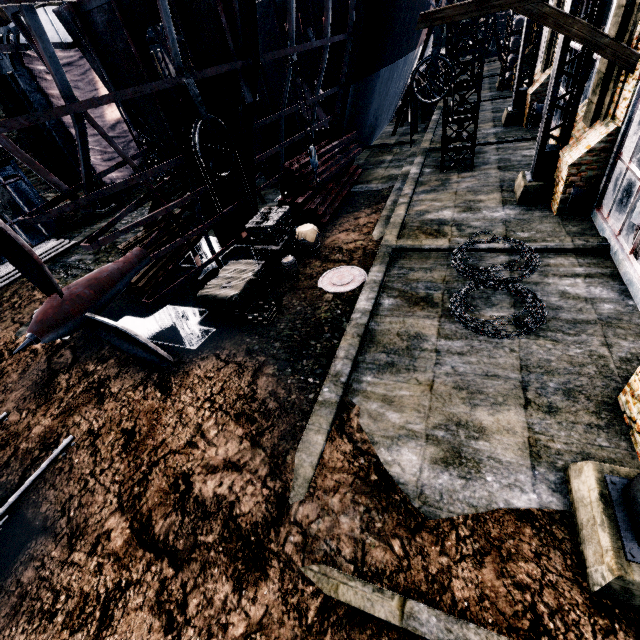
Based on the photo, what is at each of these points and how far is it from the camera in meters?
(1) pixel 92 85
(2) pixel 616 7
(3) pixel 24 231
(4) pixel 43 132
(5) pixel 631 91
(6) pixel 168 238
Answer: (1) cloth, 21.2 m
(2) building, 9.5 m
(3) building, 19.5 m
(4) building, 19.5 m
(5) building, 9.0 m
(6) wood pile, 15.1 m

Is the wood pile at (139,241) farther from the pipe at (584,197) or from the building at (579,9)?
the pipe at (584,197)

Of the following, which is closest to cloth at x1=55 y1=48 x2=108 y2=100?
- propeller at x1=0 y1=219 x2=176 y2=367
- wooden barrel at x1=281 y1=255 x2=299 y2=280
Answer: propeller at x1=0 y1=219 x2=176 y2=367

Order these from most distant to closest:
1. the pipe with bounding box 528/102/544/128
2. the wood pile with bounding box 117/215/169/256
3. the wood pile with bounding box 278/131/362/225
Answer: the pipe with bounding box 528/102/544/128
the wood pile with bounding box 278/131/362/225
the wood pile with bounding box 117/215/169/256

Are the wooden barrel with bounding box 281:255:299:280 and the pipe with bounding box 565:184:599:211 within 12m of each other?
yes

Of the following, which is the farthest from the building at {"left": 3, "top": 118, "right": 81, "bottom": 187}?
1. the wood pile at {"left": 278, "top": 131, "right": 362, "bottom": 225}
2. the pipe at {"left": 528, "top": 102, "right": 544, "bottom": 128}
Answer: the wood pile at {"left": 278, "top": 131, "right": 362, "bottom": 225}

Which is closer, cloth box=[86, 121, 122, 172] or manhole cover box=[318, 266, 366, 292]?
manhole cover box=[318, 266, 366, 292]

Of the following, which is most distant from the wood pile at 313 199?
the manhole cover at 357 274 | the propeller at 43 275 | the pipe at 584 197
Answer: the pipe at 584 197
